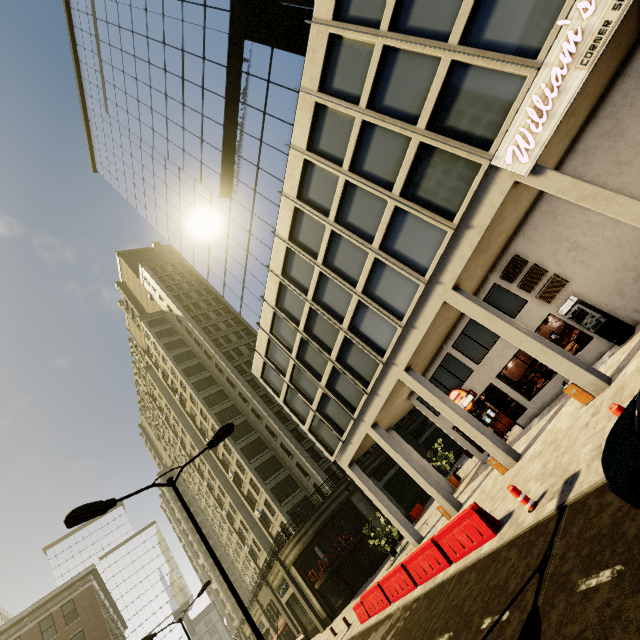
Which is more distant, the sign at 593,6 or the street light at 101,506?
the sign at 593,6

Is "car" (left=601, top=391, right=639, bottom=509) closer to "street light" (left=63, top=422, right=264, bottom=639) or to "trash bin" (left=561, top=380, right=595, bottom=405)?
"trash bin" (left=561, top=380, right=595, bottom=405)

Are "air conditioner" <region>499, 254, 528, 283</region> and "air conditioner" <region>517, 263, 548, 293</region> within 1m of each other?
yes

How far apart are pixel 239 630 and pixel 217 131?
74.1 meters

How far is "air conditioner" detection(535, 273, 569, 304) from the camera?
14.2m

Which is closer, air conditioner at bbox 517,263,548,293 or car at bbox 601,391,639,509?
car at bbox 601,391,639,509

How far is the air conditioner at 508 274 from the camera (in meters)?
15.05

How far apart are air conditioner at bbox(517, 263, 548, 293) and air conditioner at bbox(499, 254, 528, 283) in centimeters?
19cm
